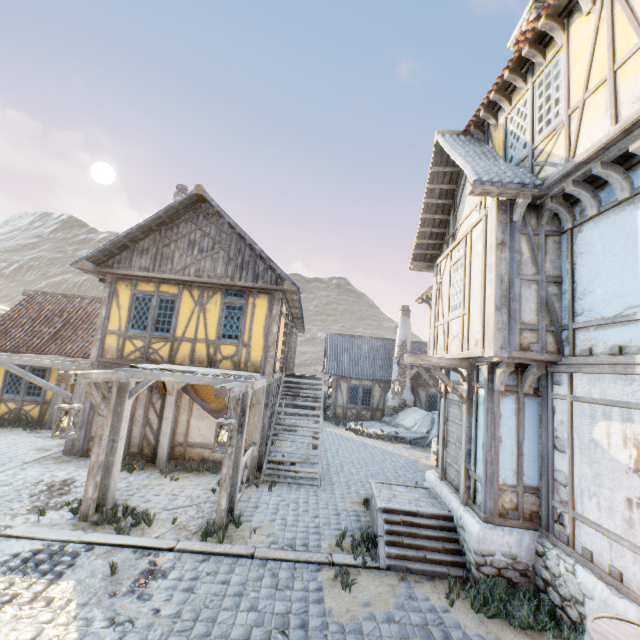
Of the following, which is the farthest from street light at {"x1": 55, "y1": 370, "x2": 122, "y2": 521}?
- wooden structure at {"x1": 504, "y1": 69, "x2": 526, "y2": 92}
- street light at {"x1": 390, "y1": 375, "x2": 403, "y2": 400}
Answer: wooden structure at {"x1": 504, "y1": 69, "x2": 526, "y2": 92}

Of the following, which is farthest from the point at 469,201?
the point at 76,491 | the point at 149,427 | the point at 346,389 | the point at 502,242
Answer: the point at 346,389

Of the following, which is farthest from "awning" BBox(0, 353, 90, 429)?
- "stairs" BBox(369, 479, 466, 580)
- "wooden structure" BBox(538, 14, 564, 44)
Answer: "wooden structure" BBox(538, 14, 564, 44)

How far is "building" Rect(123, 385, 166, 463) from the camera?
10.11m

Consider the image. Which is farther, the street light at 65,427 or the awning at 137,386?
the awning at 137,386

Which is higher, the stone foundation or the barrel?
the barrel

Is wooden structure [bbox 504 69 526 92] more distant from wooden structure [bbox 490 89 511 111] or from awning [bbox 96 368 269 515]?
awning [bbox 96 368 269 515]

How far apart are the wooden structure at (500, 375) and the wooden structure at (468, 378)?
0.7m
